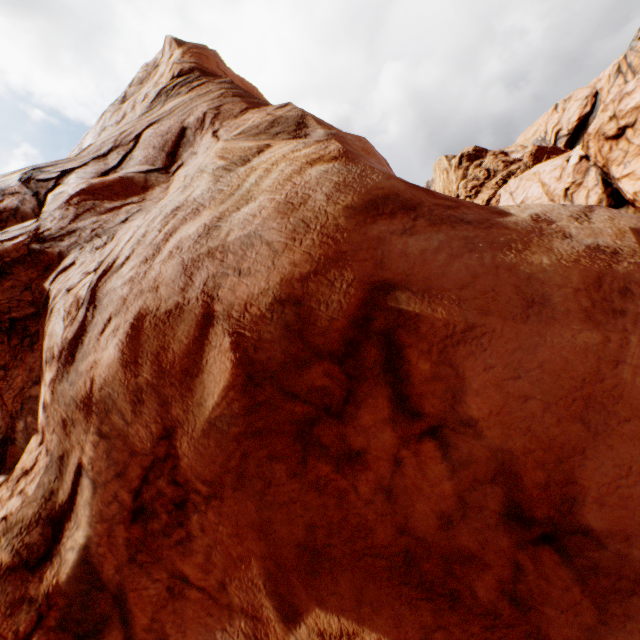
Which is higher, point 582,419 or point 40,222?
point 40,222
